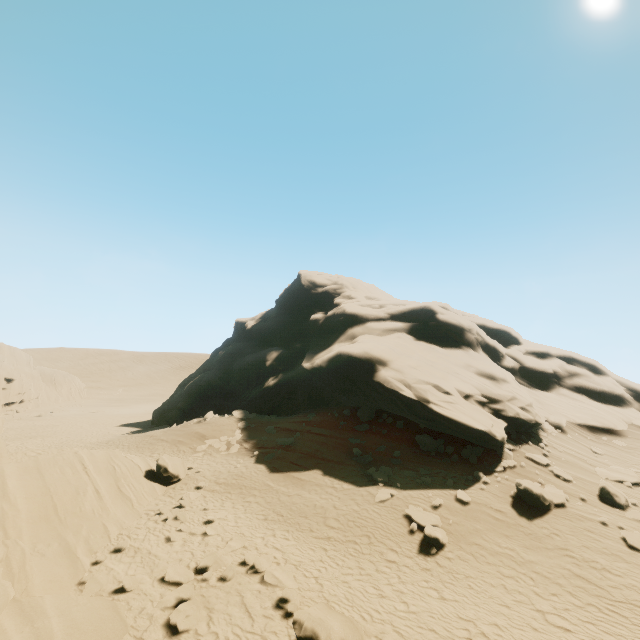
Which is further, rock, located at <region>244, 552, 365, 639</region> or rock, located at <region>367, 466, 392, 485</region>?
rock, located at <region>367, 466, 392, 485</region>

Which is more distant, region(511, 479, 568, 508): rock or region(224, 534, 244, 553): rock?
region(511, 479, 568, 508): rock

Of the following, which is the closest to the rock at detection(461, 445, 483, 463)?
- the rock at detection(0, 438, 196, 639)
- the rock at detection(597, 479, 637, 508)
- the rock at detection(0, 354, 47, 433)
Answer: the rock at detection(597, 479, 637, 508)

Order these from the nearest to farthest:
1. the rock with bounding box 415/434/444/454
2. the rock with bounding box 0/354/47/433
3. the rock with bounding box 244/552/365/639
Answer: the rock with bounding box 244/552/365/639
the rock with bounding box 415/434/444/454
the rock with bounding box 0/354/47/433

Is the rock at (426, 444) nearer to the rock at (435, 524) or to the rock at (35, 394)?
the rock at (435, 524)

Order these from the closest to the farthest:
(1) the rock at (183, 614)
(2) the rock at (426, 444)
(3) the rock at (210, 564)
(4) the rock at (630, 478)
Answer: (1) the rock at (183, 614), (3) the rock at (210, 564), (4) the rock at (630, 478), (2) the rock at (426, 444)

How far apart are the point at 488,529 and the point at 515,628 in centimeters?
446cm

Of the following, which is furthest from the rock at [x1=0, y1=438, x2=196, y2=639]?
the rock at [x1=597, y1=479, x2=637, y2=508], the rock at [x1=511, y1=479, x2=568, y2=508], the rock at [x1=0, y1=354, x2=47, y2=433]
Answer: the rock at [x1=0, y1=354, x2=47, y2=433]
